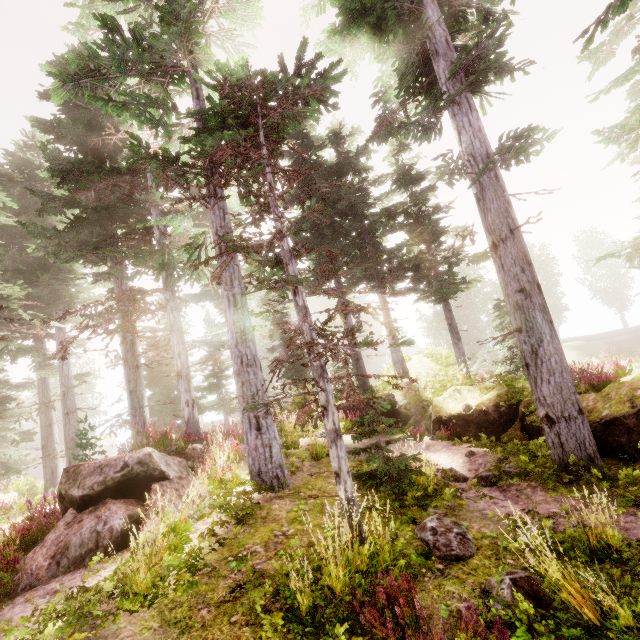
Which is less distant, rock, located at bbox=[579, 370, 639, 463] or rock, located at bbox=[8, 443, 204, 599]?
rock, located at bbox=[8, 443, 204, 599]

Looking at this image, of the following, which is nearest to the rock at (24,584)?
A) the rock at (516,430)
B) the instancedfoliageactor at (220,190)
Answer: the instancedfoliageactor at (220,190)

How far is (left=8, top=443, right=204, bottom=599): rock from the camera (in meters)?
4.97

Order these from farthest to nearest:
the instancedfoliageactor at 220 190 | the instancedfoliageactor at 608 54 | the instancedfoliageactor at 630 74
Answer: the instancedfoliageactor at 630 74 → the instancedfoliageactor at 608 54 → the instancedfoliageactor at 220 190

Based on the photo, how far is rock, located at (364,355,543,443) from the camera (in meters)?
9.89

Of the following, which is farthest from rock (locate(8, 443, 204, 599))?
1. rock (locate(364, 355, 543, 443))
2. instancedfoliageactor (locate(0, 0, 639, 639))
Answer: rock (locate(364, 355, 543, 443))

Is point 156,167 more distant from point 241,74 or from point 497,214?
point 497,214

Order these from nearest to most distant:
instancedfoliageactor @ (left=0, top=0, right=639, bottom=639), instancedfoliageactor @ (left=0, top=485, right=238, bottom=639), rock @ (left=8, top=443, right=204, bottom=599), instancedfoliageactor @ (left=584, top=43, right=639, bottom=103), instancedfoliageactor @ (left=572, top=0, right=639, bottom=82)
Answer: instancedfoliageactor @ (left=0, top=485, right=238, bottom=639) → instancedfoliageactor @ (left=0, top=0, right=639, bottom=639) → rock @ (left=8, top=443, right=204, bottom=599) → instancedfoliageactor @ (left=572, top=0, right=639, bottom=82) → instancedfoliageactor @ (left=584, top=43, right=639, bottom=103)
